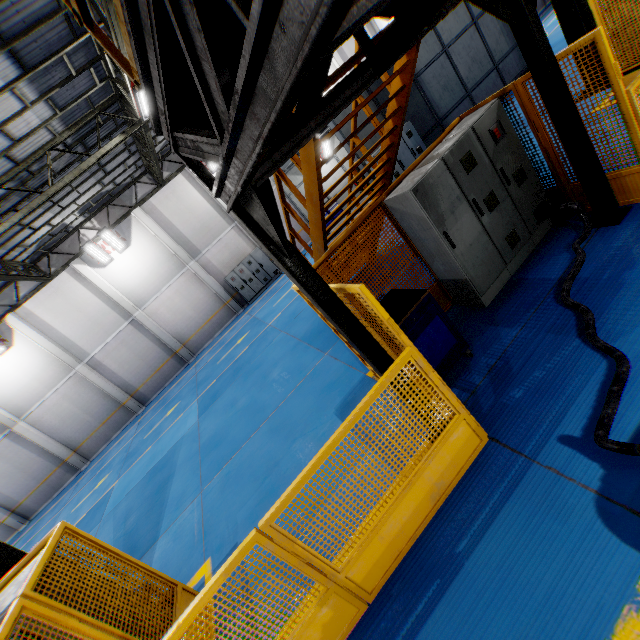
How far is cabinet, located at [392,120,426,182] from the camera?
11.65m

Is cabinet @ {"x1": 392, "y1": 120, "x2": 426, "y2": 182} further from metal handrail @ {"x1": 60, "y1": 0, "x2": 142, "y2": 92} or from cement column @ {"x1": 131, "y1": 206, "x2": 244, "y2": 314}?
cement column @ {"x1": 131, "y1": 206, "x2": 244, "y2": 314}

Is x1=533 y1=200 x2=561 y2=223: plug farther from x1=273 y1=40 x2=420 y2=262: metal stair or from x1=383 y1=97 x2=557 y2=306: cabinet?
x1=273 y1=40 x2=420 y2=262: metal stair

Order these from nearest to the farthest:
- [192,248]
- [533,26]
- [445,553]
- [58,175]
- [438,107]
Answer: [445,553], [533,26], [58,175], [438,107], [192,248]

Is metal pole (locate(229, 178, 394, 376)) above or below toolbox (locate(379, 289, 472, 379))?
above

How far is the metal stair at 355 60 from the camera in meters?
3.6 m

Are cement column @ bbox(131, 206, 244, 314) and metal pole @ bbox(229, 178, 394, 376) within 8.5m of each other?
no

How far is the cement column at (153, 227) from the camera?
17.6 meters
